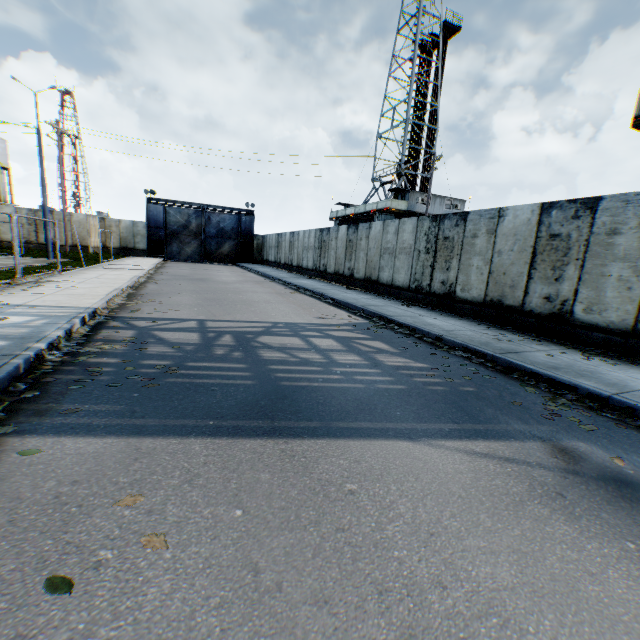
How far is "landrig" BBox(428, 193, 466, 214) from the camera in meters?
30.6

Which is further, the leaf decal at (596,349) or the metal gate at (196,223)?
the metal gate at (196,223)

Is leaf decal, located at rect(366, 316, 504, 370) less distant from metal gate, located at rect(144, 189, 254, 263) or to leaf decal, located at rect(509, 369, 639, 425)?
leaf decal, located at rect(509, 369, 639, 425)

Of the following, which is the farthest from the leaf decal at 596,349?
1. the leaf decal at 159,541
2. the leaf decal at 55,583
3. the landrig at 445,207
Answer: the landrig at 445,207

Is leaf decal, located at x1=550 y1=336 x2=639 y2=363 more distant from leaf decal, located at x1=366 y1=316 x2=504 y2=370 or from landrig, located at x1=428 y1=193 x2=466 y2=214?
landrig, located at x1=428 y1=193 x2=466 y2=214

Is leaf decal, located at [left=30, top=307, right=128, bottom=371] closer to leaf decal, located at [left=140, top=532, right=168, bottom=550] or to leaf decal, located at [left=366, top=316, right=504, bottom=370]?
leaf decal, located at [left=140, top=532, right=168, bottom=550]

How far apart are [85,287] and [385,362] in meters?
10.3

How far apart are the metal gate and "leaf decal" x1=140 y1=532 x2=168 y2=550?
36.90m
